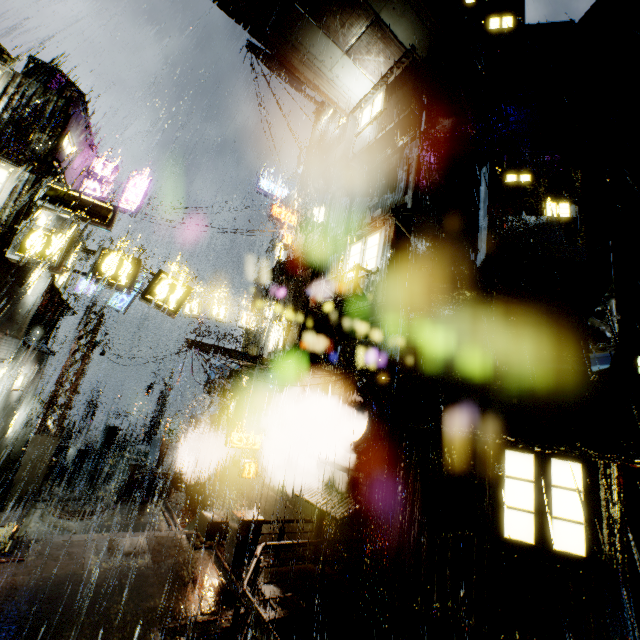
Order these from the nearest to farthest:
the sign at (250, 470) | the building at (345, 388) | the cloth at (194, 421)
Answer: the building at (345, 388)
the sign at (250, 470)
the cloth at (194, 421)

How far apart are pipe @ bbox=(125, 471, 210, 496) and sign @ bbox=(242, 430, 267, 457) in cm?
677

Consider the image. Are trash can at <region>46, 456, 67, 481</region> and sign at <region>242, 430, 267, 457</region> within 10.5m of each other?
no

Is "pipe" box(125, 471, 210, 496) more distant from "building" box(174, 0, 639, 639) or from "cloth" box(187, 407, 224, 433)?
"cloth" box(187, 407, 224, 433)

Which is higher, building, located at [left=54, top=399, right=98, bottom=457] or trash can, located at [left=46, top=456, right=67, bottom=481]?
building, located at [left=54, top=399, right=98, bottom=457]

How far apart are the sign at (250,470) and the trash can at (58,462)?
11.7 meters

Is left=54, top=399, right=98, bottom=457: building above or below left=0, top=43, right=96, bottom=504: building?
below

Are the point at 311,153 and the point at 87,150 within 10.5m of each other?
no
